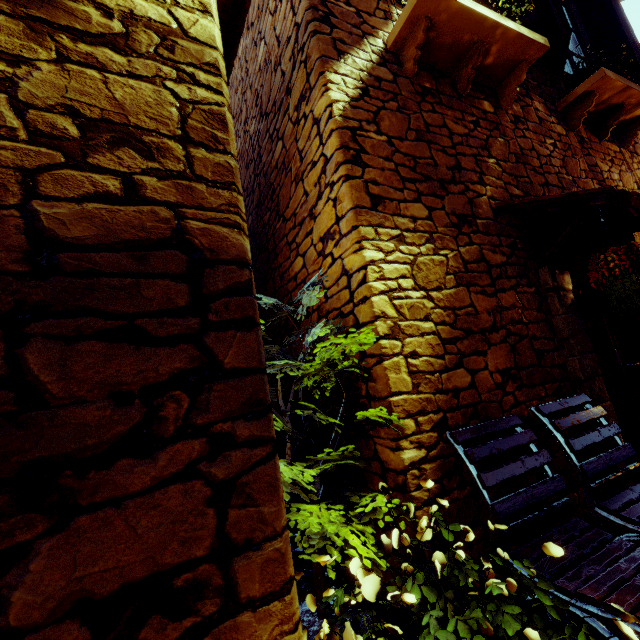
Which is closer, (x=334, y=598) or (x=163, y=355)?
(x=163, y=355)

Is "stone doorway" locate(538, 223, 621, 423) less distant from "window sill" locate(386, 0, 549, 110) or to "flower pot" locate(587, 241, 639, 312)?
"flower pot" locate(587, 241, 639, 312)

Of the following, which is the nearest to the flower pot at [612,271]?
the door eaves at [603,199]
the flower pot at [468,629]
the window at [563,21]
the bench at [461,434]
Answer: the door eaves at [603,199]

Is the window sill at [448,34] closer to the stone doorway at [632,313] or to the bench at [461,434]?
the stone doorway at [632,313]

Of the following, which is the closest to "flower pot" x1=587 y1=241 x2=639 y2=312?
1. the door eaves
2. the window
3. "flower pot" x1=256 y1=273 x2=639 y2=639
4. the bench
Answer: the door eaves

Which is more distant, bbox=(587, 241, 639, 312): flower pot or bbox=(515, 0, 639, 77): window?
bbox=(515, 0, 639, 77): window

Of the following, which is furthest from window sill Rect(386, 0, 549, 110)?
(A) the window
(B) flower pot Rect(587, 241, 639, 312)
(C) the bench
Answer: (C) the bench

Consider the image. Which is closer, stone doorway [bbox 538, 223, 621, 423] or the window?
stone doorway [bbox 538, 223, 621, 423]
